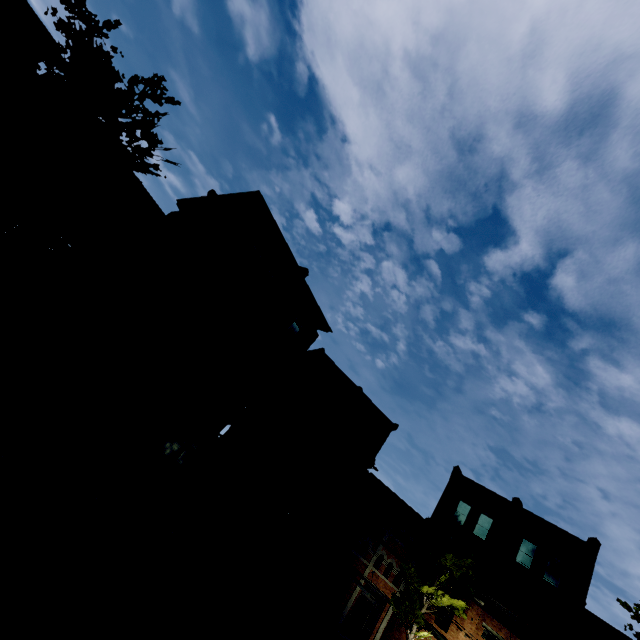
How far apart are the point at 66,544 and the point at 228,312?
8.33m

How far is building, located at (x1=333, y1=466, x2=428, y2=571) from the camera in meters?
26.2

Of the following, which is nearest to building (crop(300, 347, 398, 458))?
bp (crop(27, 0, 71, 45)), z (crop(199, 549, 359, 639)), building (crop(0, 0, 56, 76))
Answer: z (crop(199, 549, 359, 639))

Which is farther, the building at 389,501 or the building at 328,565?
the building at 389,501

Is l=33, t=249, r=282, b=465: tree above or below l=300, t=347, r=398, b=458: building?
below

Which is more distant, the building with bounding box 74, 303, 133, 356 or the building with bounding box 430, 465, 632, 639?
the building with bounding box 430, 465, 632, 639

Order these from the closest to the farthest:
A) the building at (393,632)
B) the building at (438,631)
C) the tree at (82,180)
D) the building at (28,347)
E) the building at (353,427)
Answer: the tree at (82,180), the building at (28,347), the building at (438,631), the building at (393,632), the building at (353,427)

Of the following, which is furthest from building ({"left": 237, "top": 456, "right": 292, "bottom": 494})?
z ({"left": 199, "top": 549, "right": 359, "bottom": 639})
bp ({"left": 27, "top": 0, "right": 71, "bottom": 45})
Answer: bp ({"left": 27, "top": 0, "right": 71, "bottom": 45})
